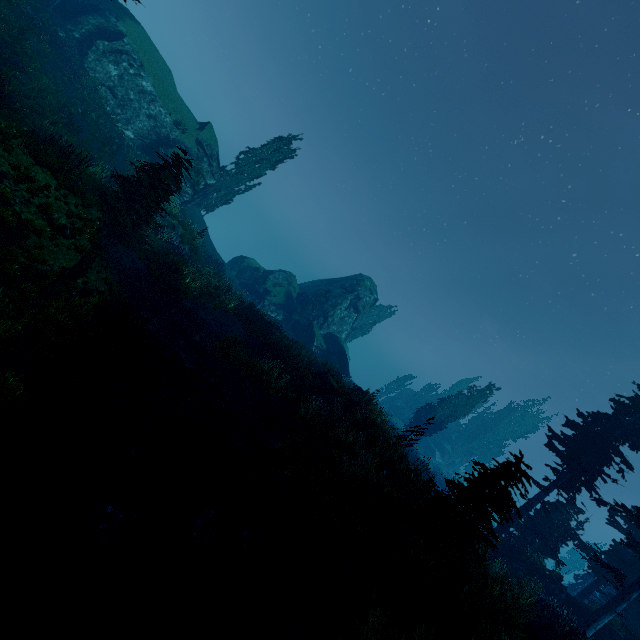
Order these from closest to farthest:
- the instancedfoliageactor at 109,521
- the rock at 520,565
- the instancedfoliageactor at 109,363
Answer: the instancedfoliageactor at 109,521, the instancedfoliageactor at 109,363, the rock at 520,565

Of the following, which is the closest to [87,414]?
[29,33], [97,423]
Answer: [97,423]

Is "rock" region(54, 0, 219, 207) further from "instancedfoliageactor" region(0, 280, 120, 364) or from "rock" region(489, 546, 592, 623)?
"rock" region(489, 546, 592, 623)

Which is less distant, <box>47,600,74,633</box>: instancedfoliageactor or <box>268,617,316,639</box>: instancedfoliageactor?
<box>47,600,74,633</box>: instancedfoliageactor

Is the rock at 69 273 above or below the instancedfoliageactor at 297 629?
below

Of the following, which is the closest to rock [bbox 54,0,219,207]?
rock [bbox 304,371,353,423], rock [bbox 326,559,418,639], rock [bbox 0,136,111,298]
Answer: rock [bbox 0,136,111,298]

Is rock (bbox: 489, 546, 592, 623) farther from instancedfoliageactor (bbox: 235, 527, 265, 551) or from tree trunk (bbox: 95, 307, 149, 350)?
tree trunk (bbox: 95, 307, 149, 350)

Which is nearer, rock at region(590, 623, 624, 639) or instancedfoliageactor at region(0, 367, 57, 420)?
instancedfoliageactor at region(0, 367, 57, 420)
